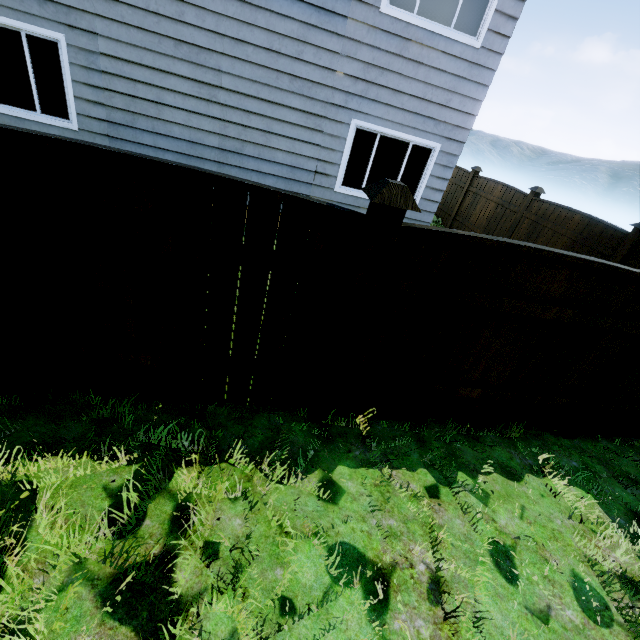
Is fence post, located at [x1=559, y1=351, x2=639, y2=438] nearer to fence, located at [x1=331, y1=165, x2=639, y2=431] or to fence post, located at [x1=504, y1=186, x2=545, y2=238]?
fence, located at [x1=331, y1=165, x2=639, y2=431]

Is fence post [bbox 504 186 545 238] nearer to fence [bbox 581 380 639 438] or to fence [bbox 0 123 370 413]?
fence [bbox 581 380 639 438]

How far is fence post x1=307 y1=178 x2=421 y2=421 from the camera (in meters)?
2.02

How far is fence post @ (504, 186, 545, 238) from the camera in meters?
8.5 m

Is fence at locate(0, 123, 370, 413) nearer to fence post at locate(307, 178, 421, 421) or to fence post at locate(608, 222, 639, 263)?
fence post at locate(307, 178, 421, 421)

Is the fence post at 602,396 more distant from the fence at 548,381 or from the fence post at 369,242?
the fence post at 369,242

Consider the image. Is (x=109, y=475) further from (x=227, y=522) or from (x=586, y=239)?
(x=586, y=239)

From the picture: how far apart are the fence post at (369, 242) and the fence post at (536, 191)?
Result: 8.40m
